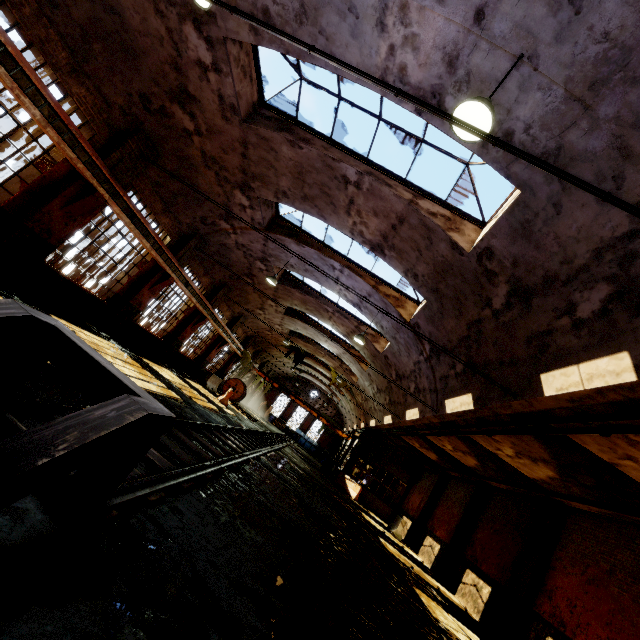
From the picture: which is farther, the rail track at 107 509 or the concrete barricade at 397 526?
the concrete barricade at 397 526

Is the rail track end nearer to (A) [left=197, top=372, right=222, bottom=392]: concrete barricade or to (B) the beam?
(B) the beam

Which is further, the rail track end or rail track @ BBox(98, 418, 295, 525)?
rail track @ BBox(98, 418, 295, 525)

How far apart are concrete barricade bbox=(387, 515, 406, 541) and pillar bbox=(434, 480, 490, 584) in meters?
3.2

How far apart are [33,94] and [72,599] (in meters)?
9.09

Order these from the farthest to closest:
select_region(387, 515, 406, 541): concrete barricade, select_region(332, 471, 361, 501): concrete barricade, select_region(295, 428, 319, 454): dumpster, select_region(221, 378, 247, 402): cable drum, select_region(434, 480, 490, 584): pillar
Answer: select_region(295, 428, 319, 454): dumpster
select_region(221, 378, 247, 402): cable drum
select_region(332, 471, 361, 501): concrete barricade
select_region(387, 515, 406, 541): concrete barricade
select_region(434, 480, 490, 584): pillar

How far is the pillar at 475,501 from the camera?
14.8m

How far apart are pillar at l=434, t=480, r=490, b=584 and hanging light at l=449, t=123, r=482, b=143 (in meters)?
16.97
